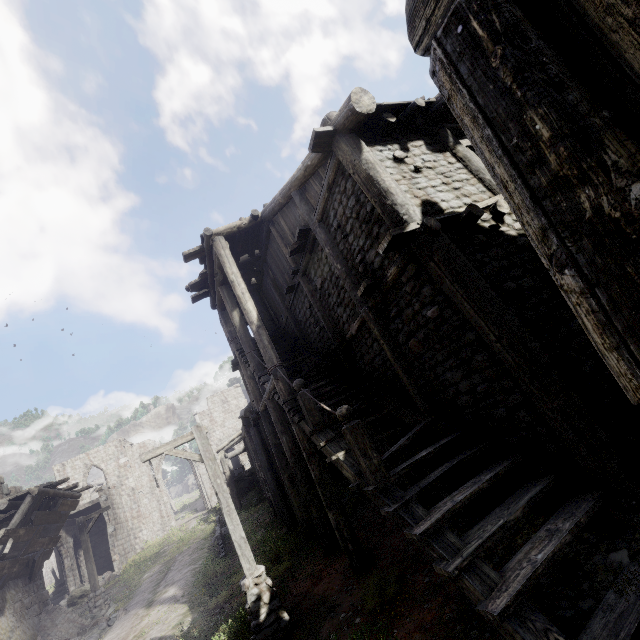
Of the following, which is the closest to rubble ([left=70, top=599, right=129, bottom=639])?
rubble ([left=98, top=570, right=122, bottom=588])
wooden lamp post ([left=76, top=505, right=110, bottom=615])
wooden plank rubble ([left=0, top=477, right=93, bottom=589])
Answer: wooden lamp post ([left=76, top=505, right=110, bottom=615])

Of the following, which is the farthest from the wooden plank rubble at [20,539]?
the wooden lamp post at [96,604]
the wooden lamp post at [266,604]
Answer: the wooden lamp post at [266,604]

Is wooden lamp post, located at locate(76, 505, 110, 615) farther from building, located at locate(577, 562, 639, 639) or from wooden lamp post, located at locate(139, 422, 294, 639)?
wooden lamp post, located at locate(139, 422, 294, 639)

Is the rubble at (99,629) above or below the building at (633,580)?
above

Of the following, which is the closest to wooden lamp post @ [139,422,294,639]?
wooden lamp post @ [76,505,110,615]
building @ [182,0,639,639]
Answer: building @ [182,0,639,639]

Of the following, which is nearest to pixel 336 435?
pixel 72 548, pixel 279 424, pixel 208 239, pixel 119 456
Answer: pixel 279 424

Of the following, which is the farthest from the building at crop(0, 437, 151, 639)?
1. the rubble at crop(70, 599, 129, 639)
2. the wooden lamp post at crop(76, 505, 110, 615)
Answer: the wooden lamp post at crop(76, 505, 110, 615)

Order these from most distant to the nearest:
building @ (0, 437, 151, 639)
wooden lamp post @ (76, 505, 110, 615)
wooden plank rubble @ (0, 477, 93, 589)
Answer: wooden lamp post @ (76, 505, 110, 615), building @ (0, 437, 151, 639), wooden plank rubble @ (0, 477, 93, 589)
